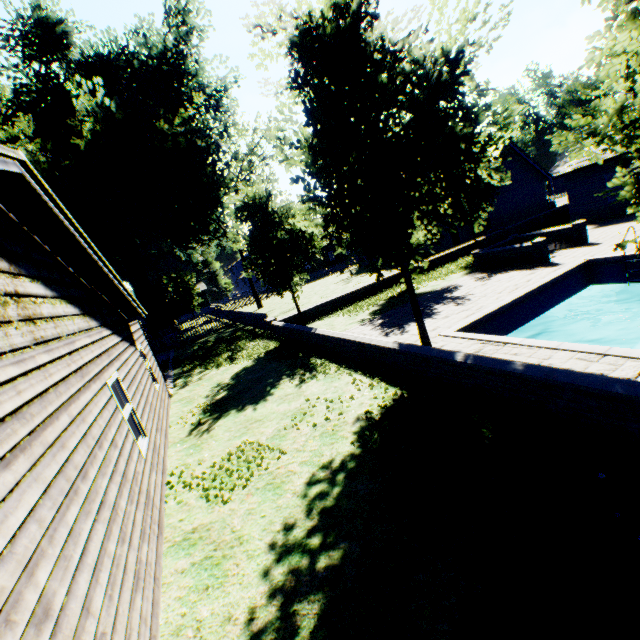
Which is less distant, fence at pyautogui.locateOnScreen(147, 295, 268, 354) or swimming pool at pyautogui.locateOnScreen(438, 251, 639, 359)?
swimming pool at pyautogui.locateOnScreen(438, 251, 639, 359)

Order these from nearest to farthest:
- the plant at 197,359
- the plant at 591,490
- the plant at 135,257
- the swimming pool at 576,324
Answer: the plant at 591,490 → the swimming pool at 576,324 → the plant at 197,359 → the plant at 135,257

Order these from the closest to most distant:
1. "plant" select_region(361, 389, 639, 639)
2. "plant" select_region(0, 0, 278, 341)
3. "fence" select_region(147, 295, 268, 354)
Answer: "plant" select_region(361, 389, 639, 639) < "fence" select_region(147, 295, 268, 354) < "plant" select_region(0, 0, 278, 341)

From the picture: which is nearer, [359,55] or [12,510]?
[12,510]

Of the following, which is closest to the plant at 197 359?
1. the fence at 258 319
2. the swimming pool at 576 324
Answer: the fence at 258 319

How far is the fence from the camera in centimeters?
2221cm

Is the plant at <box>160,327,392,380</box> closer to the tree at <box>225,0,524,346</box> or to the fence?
the fence

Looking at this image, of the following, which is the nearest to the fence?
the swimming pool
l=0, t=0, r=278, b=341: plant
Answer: l=0, t=0, r=278, b=341: plant
